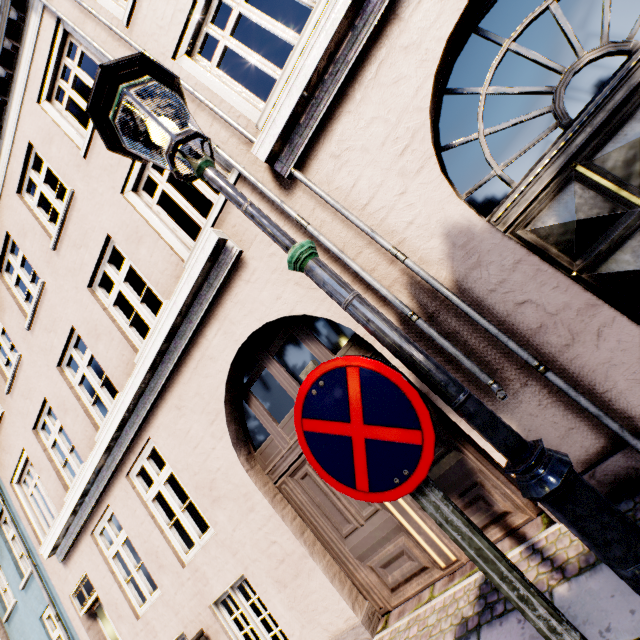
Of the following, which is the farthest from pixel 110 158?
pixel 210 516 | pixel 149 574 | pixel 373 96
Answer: pixel 149 574

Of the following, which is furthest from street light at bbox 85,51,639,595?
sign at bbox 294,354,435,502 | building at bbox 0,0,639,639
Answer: building at bbox 0,0,639,639

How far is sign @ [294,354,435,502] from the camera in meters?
1.1 m

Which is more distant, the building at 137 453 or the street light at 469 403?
the building at 137 453

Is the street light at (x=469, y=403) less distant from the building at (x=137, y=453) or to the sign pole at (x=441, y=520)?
the sign pole at (x=441, y=520)

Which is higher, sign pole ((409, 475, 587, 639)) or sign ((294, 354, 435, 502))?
sign ((294, 354, 435, 502))

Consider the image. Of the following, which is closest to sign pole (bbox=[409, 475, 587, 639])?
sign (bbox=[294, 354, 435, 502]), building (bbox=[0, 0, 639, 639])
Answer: sign (bbox=[294, 354, 435, 502])
